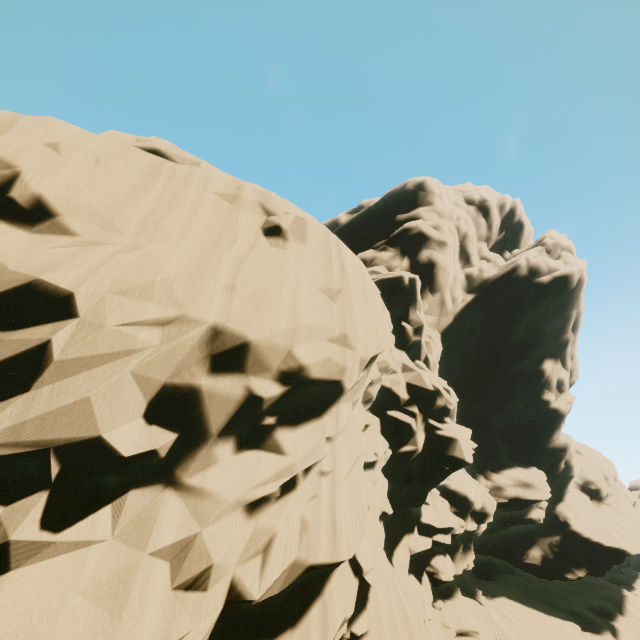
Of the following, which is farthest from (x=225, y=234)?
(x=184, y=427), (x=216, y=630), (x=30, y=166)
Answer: (x=216, y=630)
